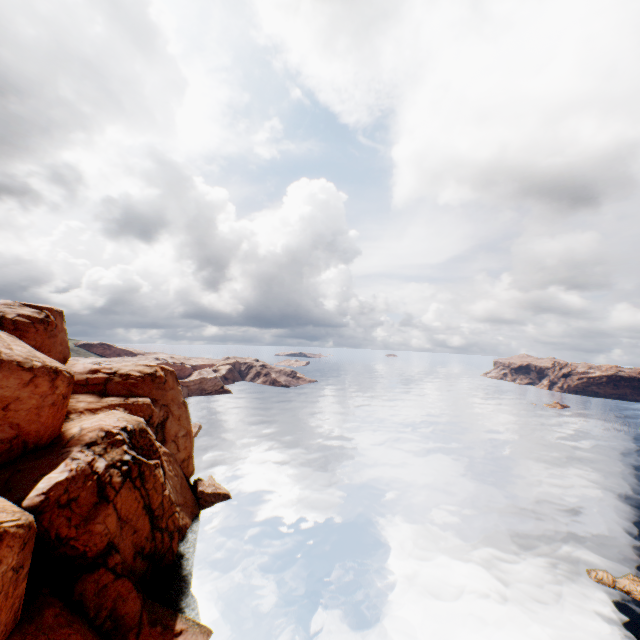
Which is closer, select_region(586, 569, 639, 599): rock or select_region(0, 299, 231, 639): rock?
select_region(0, 299, 231, 639): rock

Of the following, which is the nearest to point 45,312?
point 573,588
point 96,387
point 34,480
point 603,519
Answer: point 96,387

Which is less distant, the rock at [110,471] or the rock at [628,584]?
the rock at [110,471]

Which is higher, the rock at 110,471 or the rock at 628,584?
the rock at 110,471

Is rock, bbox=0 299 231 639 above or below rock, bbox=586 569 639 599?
above
